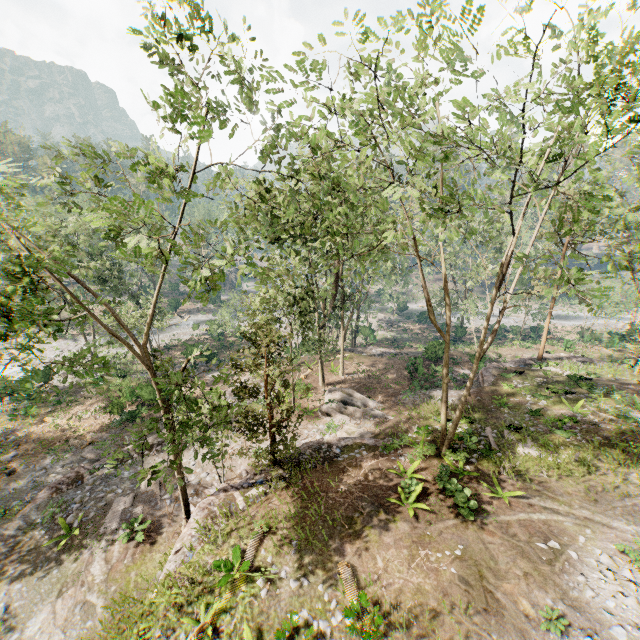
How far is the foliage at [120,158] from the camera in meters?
7.7 m

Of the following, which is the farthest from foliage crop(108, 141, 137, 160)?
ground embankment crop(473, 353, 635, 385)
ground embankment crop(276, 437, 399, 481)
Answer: ground embankment crop(473, 353, 635, 385)

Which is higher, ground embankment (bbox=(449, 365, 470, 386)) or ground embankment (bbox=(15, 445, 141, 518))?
ground embankment (bbox=(449, 365, 470, 386))

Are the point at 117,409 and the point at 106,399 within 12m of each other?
yes

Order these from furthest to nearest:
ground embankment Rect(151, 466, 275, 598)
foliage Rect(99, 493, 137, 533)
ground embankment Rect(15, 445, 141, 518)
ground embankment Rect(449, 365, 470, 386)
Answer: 1. ground embankment Rect(449, 365, 470, 386)
2. ground embankment Rect(15, 445, 141, 518)
3. foliage Rect(99, 493, 137, 533)
4. ground embankment Rect(151, 466, 275, 598)

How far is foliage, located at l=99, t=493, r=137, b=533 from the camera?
15.6m

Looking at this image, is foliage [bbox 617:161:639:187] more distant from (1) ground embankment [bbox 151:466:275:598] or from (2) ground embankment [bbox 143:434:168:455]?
(2) ground embankment [bbox 143:434:168:455]
